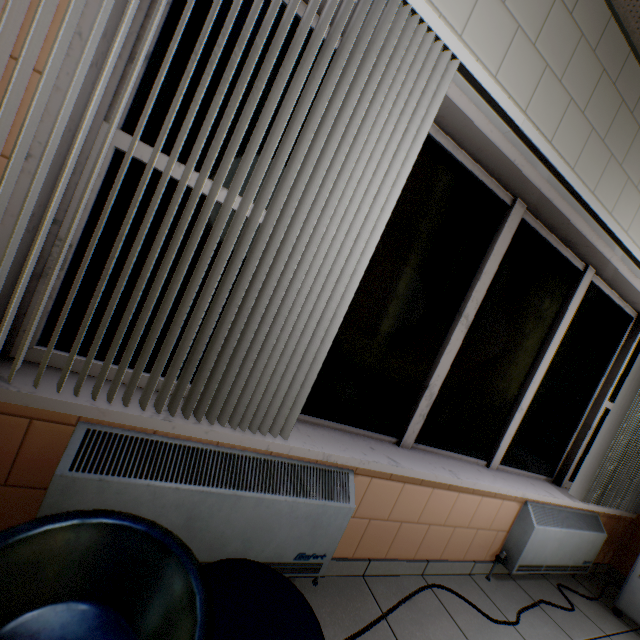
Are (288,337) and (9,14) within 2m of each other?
yes

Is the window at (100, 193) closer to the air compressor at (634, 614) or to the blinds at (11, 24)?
the blinds at (11, 24)

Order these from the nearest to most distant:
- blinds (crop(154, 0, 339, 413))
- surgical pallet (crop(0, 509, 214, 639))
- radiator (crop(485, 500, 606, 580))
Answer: surgical pallet (crop(0, 509, 214, 639))
blinds (crop(154, 0, 339, 413))
radiator (crop(485, 500, 606, 580))

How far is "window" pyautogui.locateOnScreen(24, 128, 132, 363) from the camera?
1.1 meters

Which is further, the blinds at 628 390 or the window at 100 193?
the blinds at 628 390

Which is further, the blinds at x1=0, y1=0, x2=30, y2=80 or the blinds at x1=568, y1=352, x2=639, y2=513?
the blinds at x1=568, y1=352, x2=639, y2=513

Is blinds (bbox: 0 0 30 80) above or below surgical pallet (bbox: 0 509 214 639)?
above

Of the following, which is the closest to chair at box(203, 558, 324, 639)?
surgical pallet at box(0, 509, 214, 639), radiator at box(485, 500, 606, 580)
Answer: surgical pallet at box(0, 509, 214, 639)
